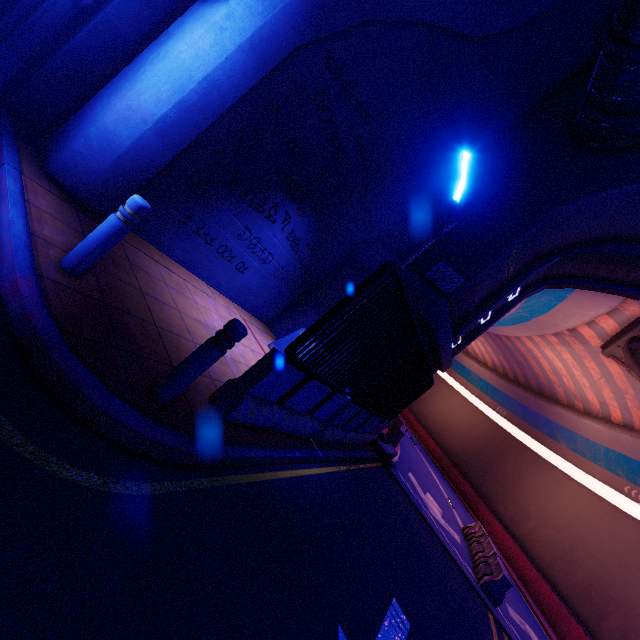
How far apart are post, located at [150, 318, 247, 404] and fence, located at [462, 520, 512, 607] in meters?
11.7 m

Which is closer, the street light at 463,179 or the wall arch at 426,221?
the street light at 463,179

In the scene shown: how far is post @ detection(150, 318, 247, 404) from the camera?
3.0 meters

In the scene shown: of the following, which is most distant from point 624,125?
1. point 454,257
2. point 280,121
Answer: point 280,121

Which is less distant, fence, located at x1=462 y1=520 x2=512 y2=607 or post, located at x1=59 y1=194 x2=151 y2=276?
post, located at x1=59 y1=194 x2=151 y2=276

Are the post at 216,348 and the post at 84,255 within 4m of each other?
yes

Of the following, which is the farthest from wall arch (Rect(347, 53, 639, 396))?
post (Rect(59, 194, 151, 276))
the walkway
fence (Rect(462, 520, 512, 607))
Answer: post (Rect(59, 194, 151, 276))

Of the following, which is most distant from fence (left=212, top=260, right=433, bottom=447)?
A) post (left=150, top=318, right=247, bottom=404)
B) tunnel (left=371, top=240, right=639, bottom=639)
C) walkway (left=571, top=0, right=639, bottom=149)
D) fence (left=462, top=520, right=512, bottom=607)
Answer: walkway (left=571, top=0, right=639, bottom=149)
